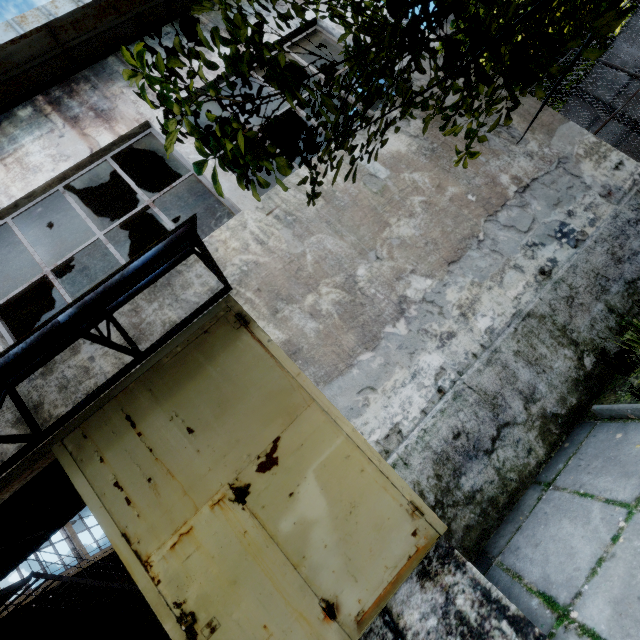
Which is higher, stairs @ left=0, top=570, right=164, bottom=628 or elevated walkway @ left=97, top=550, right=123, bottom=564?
stairs @ left=0, top=570, right=164, bottom=628

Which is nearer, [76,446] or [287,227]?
[76,446]

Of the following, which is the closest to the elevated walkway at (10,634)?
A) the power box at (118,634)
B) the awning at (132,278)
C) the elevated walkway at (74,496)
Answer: the elevated walkway at (74,496)

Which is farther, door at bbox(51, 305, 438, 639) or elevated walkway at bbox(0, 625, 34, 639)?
elevated walkway at bbox(0, 625, 34, 639)

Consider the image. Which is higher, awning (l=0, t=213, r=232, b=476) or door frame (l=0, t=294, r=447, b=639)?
awning (l=0, t=213, r=232, b=476)

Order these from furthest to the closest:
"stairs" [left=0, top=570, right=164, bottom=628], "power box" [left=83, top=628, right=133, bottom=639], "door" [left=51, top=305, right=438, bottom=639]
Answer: "power box" [left=83, top=628, right=133, bottom=639]
"stairs" [left=0, top=570, right=164, bottom=628]
"door" [left=51, top=305, right=438, bottom=639]

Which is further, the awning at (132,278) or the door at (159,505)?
the door at (159,505)

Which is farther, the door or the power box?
the power box
